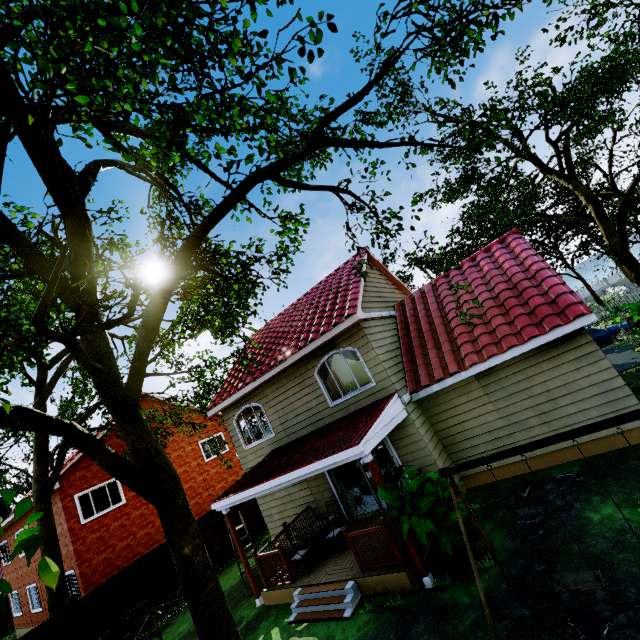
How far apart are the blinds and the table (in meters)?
12.26

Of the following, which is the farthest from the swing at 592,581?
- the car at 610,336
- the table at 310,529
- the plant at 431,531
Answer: the car at 610,336

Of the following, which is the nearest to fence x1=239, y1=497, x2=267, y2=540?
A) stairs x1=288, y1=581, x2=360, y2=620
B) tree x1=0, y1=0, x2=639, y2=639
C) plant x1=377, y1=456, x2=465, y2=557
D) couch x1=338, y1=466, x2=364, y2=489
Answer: tree x1=0, y1=0, x2=639, y2=639

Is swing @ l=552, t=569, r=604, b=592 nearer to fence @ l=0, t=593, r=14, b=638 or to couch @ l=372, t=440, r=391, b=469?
fence @ l=0, t=593, r=14, b=638

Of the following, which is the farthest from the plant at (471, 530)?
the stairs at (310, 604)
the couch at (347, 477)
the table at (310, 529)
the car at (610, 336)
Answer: the car at (610, 336)

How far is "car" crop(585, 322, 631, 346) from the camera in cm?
1808

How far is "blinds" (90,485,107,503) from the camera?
16.09m

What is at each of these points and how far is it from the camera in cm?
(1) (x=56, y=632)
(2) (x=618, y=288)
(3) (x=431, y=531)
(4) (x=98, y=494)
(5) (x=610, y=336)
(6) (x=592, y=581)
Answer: (1) fence, 974
(2) fence, 3697
(3) plant, 666
(4) blinds, 1628
(5) car, 1834
(6) swing, 418
